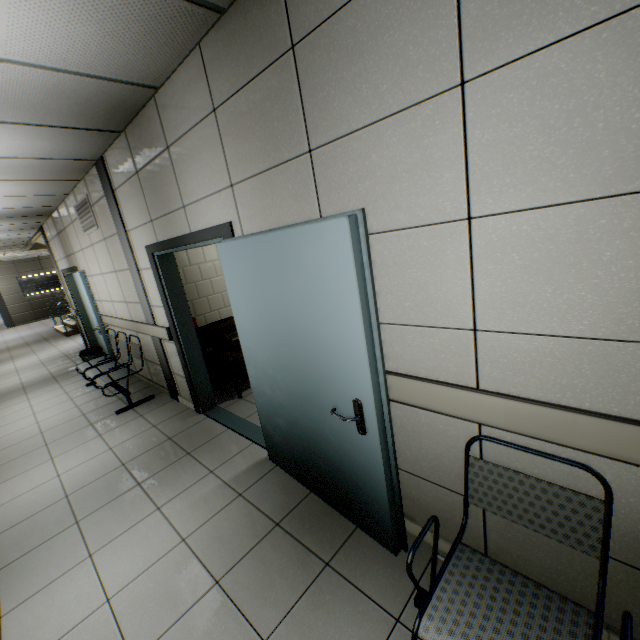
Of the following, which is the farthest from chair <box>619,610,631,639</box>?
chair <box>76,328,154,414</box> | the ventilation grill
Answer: the ventilation grill

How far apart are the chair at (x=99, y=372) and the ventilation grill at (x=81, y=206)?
1.6m

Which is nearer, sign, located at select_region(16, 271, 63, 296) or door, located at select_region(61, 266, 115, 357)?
door, located at select_region(61, 266, 115, 357)

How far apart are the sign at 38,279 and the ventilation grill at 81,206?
15.88m

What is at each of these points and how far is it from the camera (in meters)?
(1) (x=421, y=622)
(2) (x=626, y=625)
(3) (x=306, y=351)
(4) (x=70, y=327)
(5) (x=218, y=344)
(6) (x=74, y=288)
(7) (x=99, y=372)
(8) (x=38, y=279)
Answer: (1) chair, 1.27
(2) chair, 0.99
(3) door, 2.02
(4) stairs, 11.98
(5) sofa, 4.18
(6) door, 7.92
(7) chair, 5.11
(8) sign, 17.06

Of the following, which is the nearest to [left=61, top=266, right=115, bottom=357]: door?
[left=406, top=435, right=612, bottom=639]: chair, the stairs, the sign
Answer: the stairs

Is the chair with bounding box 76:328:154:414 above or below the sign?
below

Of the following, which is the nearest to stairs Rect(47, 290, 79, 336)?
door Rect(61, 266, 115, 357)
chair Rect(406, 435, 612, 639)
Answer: door Rect(61, 266, 115, 357)
